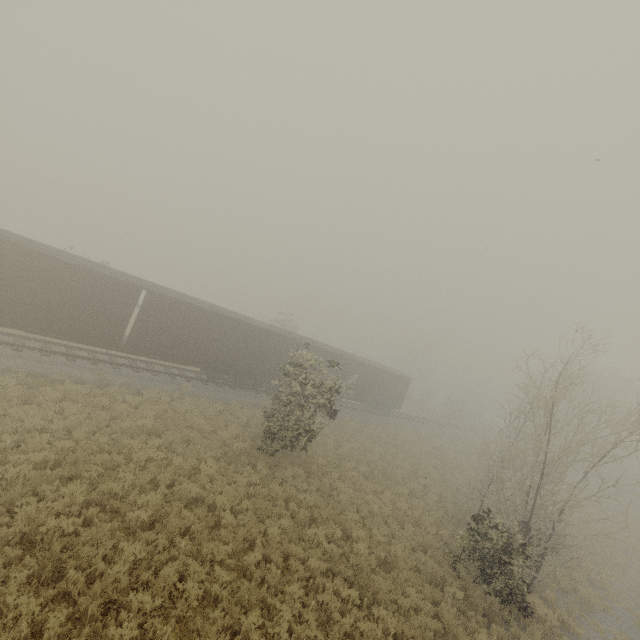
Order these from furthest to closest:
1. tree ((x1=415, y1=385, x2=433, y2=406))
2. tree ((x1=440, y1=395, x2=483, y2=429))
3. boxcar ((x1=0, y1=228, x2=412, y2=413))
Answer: tree ((x1=415, y1=385, x2=433, y2=406)) < tree ((x1=440, y1=395, x2=483, y2=429)) < boxcar ((x1=0, y1=228, x2=412, y2=413))

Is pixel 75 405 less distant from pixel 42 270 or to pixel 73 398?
pixel 73 398

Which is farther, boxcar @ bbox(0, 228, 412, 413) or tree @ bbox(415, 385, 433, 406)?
tree @ bbox(415, 385, 433, 406)

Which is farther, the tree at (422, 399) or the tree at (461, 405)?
the tree at (422, 399)

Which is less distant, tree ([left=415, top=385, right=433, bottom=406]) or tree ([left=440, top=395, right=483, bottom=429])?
tree ([left=440, top=395, right=483, bottom=429])

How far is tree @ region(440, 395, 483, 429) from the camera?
50.2m

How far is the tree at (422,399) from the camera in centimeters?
5395cm
